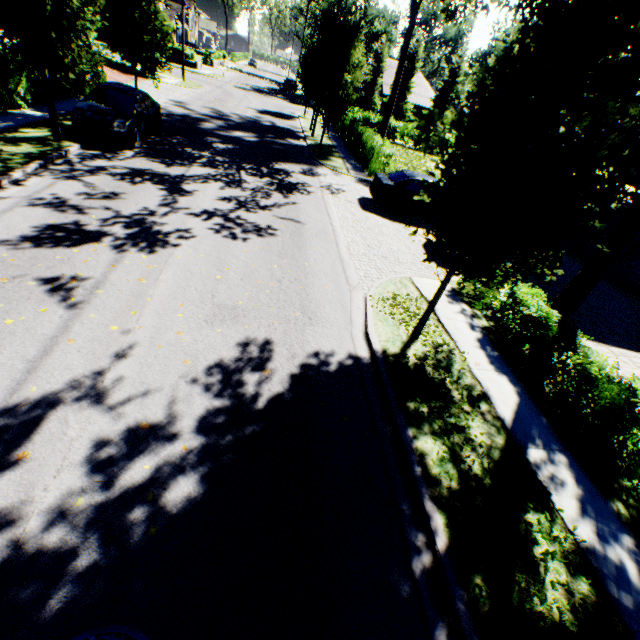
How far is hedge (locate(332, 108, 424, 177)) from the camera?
17.4m

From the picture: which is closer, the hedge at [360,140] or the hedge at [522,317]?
the hedge at [522,317]

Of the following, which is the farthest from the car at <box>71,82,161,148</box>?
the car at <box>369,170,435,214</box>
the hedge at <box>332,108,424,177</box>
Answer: the hedge at <box>332,108,424,177</box>

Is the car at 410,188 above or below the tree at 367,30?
below

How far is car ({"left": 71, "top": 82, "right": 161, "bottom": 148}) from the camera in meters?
11.2

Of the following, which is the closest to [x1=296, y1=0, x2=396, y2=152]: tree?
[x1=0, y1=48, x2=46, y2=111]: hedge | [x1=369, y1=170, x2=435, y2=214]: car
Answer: [x1=0, y1=48, x2=46, y2=111]: hedge

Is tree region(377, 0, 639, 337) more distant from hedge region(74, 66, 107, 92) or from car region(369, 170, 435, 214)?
car region(369, 170, 435, 214)

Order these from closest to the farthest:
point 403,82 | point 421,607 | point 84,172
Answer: point 421,607 → point 84,172 → point 403,82
